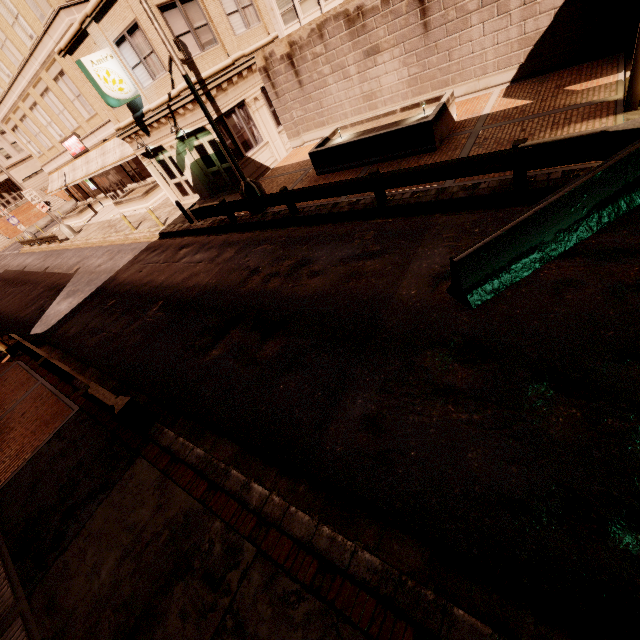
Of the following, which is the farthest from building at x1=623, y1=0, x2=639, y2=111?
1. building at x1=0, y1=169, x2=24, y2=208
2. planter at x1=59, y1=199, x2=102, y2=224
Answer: building at x1=0, y1=169, x2=24, y2=208

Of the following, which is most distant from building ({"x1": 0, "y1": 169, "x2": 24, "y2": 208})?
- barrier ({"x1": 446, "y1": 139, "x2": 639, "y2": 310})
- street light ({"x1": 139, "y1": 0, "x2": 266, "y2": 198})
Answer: barrier ({"x1": 446, "y1": 139, "x2": 639, "y2": 310})

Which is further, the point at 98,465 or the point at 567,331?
the point at 98,465

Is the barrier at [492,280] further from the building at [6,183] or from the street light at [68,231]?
the building at [6,183]

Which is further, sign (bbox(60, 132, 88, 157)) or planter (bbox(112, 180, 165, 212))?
sign (bbox(60, 132, 88, 157))

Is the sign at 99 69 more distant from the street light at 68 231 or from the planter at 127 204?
→ the street light at 68 231

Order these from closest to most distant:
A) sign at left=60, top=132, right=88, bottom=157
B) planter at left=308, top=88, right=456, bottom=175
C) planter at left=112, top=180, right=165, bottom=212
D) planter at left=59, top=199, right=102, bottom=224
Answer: planter at left=308, top=88, right=456, bottom=175 → planter at left=112, top=180, right=165, bottom=212 → sign at left=60, top=132, right=88, bottom=157 → planter at left=59, top=199, right=102, bottom=224

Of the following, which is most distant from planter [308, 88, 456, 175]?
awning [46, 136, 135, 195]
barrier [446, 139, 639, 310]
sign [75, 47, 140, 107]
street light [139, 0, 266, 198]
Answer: awning [46, 136, 135, 195]
